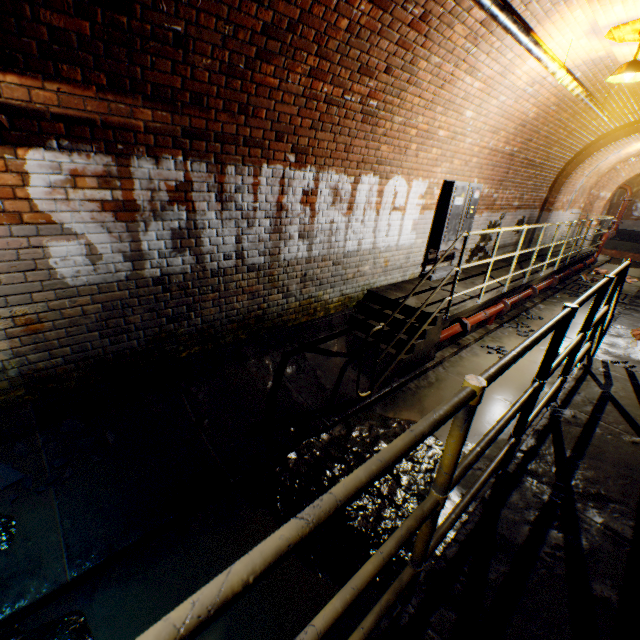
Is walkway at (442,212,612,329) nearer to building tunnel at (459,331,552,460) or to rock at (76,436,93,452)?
building tunnel at (459,331,552,460)

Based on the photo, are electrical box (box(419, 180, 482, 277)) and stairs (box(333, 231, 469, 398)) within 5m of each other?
yes

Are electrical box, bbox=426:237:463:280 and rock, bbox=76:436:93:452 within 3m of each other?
no

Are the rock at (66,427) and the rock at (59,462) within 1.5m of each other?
yes

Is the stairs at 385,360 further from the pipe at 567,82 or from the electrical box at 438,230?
the pipe at 567,82

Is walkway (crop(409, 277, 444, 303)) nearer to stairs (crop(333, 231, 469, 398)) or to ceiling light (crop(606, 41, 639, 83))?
stairs (crop(333, 231, 469, 398))

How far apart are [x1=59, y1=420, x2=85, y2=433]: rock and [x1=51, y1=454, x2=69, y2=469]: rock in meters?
0.1 m

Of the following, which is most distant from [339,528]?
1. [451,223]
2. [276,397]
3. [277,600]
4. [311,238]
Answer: [451,223]
